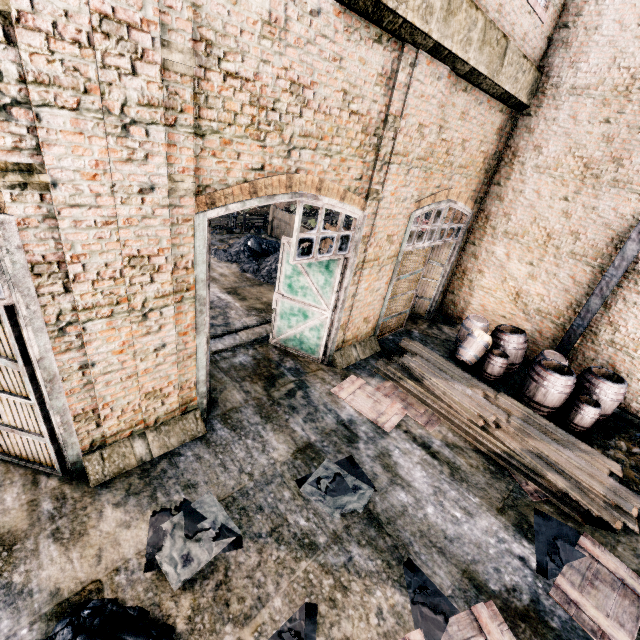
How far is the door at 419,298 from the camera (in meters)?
10.29

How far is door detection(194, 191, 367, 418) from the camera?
5.75m

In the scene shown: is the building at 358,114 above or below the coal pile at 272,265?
above

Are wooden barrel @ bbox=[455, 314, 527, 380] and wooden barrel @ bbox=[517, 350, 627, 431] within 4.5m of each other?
yes

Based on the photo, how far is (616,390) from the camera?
9.3m

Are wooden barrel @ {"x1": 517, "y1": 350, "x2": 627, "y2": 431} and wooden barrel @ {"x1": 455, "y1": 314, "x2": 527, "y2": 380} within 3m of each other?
yes

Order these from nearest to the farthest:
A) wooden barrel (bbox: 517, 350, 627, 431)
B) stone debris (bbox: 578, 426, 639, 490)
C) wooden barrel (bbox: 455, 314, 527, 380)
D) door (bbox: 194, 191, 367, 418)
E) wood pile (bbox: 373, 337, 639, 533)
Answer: door (bbox: 194, 191, 367, 418) → wood pile (bbox: 373, 337, 639, 533) → stone debris (bbox: 578, 426, 639, 490) → wooden barrel (bbox: 517, 350, 627, 431) → wooden barrel (bbox: 455, 314, 527, 380)

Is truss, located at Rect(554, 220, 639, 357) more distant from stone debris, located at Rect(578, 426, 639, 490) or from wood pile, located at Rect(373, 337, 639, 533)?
wood pile, located at Rect(373, 337, 639, 533)
